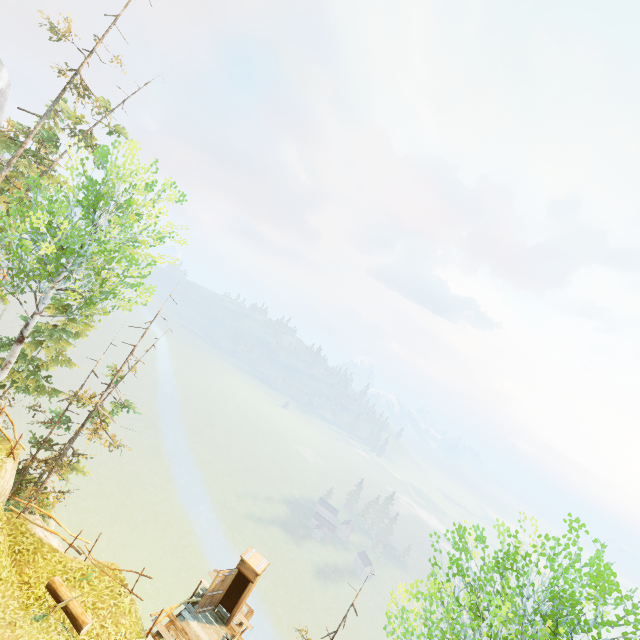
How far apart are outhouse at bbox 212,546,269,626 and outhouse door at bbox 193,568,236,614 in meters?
0.0 m

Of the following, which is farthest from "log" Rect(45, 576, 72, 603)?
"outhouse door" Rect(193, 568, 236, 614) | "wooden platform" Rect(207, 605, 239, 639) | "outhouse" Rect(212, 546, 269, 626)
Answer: "outhouse" Rect(212, 546, 269, 626)

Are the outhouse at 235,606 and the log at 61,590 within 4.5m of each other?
no

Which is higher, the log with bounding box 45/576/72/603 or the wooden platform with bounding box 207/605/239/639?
the log with bounding box 45/576/72/603

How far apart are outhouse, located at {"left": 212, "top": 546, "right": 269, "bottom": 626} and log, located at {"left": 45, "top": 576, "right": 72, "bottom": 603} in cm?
567

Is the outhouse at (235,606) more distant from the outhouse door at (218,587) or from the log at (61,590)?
the log at (61,590)

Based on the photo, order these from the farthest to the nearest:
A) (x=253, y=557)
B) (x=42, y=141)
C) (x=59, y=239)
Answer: (x=42, y=141) < (x=253, y=557) < (x=59, y=239)
